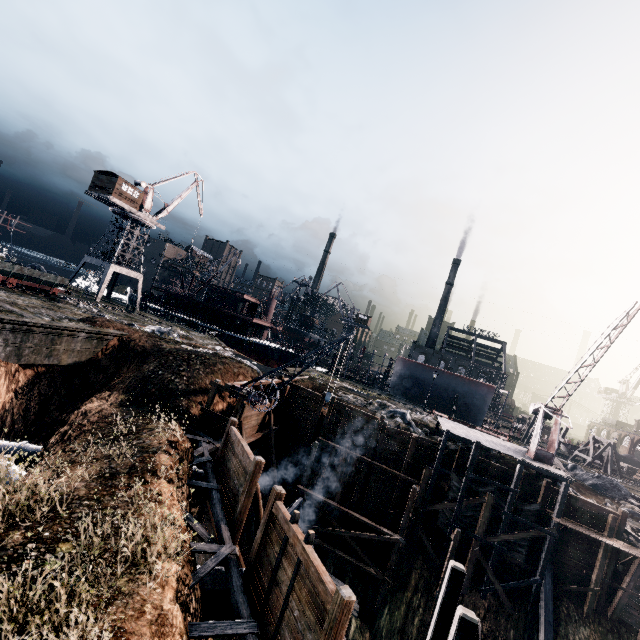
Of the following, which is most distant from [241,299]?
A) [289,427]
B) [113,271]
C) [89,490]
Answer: [89,490]

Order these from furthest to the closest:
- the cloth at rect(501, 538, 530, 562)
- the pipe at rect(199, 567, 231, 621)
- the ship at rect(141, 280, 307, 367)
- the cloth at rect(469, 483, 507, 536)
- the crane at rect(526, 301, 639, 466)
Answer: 1. the ship at rect(141, 280, 307, 367)
2. the cloth at rect(469, 483, 507, 536)
3. the cloth at rect(501, 538, 530, 562)
4. the crane at rect(526, 301, 639, 466)
5. the pipe at rect(199, 567, 231, 621)

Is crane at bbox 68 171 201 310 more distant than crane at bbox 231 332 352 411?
Yes

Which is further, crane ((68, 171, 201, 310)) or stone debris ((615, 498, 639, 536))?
crane ((68, 171, 201, 310))

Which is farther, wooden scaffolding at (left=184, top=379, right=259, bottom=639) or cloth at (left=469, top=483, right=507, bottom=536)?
cloth at (left=469, top=483, right=507, bottom=536)

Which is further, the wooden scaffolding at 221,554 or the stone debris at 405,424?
the stone debris at 405,424

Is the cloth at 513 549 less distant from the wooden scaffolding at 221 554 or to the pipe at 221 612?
the wooden scaffolding at 221 554

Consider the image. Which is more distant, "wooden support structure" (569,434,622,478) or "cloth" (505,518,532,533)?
"wooden support structure" (569,434,622,478)
